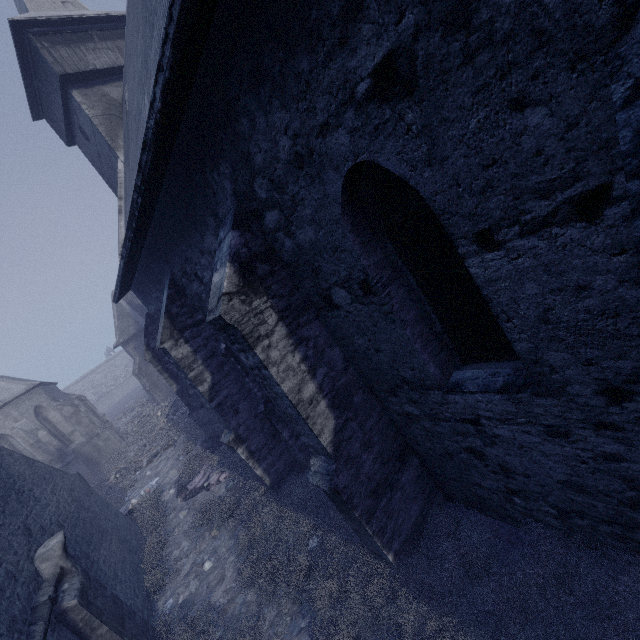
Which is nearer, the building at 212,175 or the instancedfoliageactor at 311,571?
the building at 212,175

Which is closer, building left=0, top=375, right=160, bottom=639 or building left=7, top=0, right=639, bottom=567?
building left=7, top=0, right=639, bottom=567

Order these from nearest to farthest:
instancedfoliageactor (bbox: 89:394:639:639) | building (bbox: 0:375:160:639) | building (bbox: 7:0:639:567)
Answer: building (bbox: 7:0:639:567), instancedfoliageactor (bbox: 89:394:639:639), building (bbox: 0:375:160:639)

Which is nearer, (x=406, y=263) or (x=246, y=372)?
(x=406, y=263)

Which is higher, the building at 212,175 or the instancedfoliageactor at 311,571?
the building at 212,175

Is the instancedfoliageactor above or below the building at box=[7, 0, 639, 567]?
below

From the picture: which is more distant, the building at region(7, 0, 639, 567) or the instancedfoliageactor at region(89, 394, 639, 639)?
the instancedfoliageactor at region(89, 394, 639, 639)
